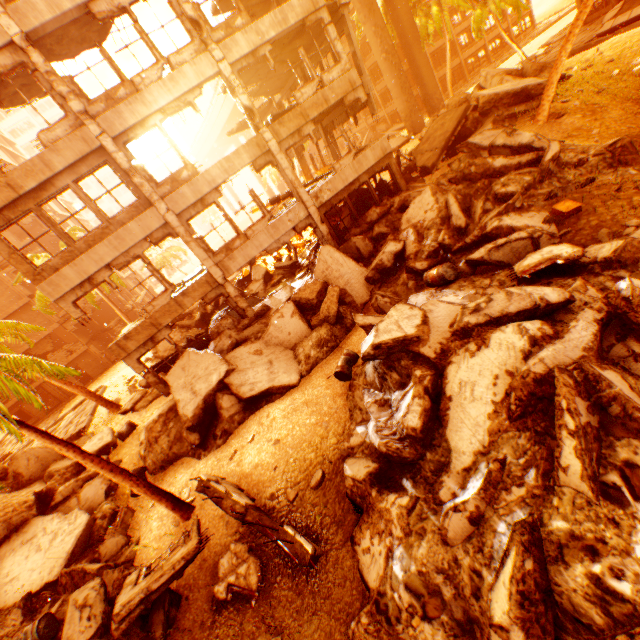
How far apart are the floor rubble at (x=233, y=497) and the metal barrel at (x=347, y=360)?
3.6m

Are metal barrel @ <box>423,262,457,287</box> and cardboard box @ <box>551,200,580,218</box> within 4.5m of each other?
yes

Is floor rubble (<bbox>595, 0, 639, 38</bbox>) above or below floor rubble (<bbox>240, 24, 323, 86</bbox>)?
below

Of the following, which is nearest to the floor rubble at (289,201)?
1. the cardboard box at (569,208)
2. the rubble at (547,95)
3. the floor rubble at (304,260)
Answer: the floor rubble at (304,260)

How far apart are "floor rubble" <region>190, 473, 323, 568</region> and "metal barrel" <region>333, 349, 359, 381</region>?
3.58m

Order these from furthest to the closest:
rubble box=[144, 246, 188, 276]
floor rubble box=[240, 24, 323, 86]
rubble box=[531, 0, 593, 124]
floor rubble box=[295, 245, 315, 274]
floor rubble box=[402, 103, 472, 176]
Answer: rubble box=[144, 246, 188, 276] → floor rubble box=[295, 245, 315, 274] → floor rubble box=[402, 103, 472, 176] → floor rubble box=[240, 24, 323, 86] → rubble box=[531, 0, 593, 124]

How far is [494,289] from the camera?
7.4m

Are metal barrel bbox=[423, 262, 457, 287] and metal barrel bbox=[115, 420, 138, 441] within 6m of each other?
no
